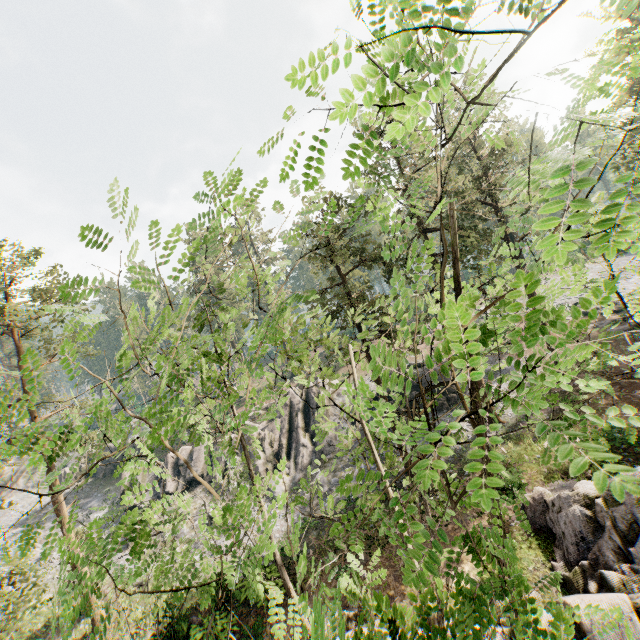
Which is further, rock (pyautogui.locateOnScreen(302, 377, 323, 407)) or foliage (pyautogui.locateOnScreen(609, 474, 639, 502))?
rock (pyautogui.locateOnScreen(302, 377, 323, 407))

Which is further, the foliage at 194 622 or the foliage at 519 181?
the foliage at 194 622

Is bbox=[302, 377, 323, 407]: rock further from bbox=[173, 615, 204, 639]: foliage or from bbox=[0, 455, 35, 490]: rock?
bbox=[0, 455, 35, 490]: rock

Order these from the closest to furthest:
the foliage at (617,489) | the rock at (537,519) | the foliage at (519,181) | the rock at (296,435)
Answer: the foliage at (617,489) < the foliage at (519,181) < the rock at (537,519) < the rock at (296,435)

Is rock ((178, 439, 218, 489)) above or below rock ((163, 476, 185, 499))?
above

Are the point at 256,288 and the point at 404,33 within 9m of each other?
yes

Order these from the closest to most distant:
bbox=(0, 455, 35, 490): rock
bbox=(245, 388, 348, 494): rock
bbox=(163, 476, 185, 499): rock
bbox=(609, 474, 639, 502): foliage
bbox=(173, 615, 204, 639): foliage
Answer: bbox=(609, 474, 639, 502): foliage
bbox=(173, 615, 204, 639): foliage
bbox=(245, 388, 348, 494): rock
bbox=(163, 476, 185, 499): rock
bbox=(0, 455, 35, 490): rock
